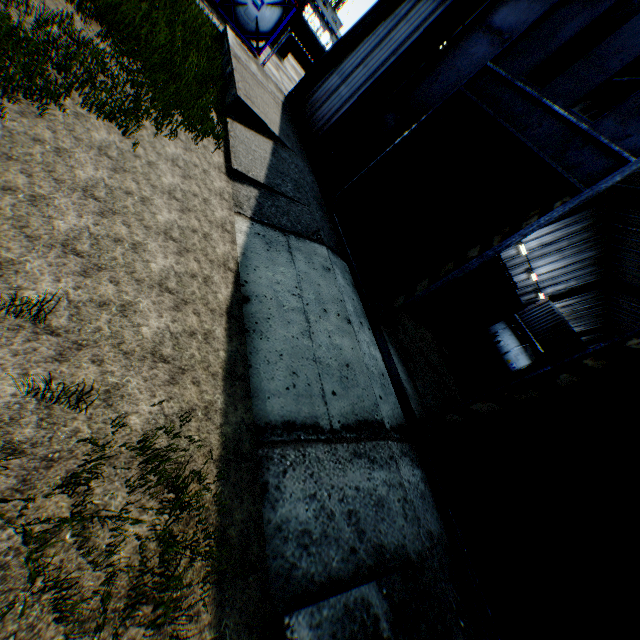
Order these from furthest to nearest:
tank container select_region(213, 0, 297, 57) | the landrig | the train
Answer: the landrig, the train, tank container select_region(213, 0, 297, 57)

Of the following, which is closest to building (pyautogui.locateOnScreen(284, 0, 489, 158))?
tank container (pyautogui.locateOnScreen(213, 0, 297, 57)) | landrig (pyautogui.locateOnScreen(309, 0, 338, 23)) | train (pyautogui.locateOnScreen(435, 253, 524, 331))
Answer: train (pyautogui.locateOnScreen(435, 253, 524, 331))

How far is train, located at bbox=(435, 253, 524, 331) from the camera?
18.0 meters

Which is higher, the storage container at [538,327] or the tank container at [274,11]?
the storage container at [538,327]

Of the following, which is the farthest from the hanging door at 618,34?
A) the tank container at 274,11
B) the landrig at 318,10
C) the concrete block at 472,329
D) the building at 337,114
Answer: the landrig at 318,10

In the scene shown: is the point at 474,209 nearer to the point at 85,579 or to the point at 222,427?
the point at 222,427

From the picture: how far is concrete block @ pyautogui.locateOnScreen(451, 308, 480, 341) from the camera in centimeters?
1809cm

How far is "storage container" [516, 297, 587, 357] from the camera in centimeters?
2625cm
